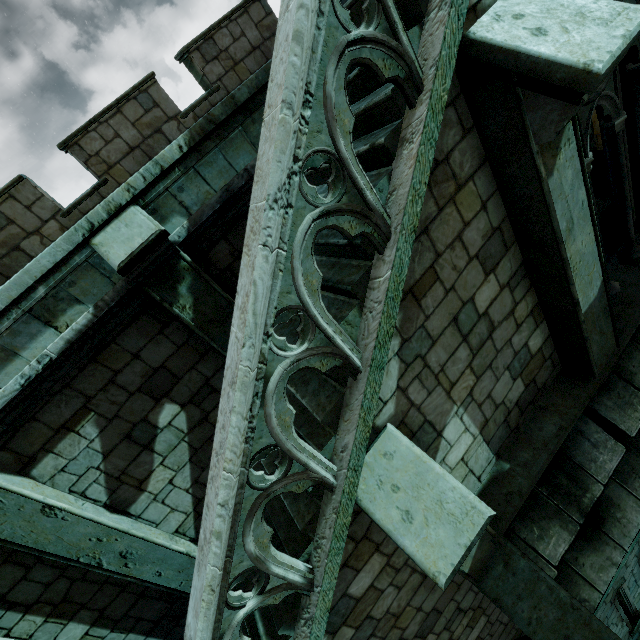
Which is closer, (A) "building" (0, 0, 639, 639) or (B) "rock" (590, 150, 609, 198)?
(A) "building" (0, 0, 639, 639)

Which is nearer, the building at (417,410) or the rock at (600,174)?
the building at (417,410)

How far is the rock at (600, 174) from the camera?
7.4 meters

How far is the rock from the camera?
7.4m

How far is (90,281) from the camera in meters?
3.6
